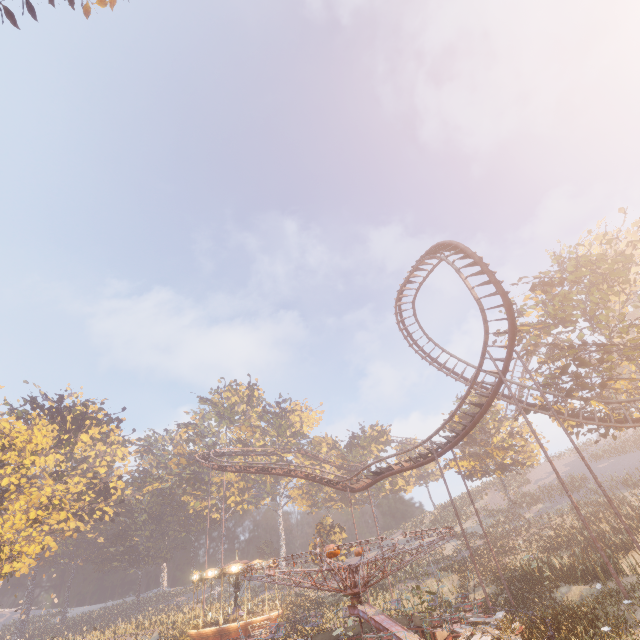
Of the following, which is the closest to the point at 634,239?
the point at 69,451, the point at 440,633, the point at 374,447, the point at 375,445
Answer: the point at 440,633

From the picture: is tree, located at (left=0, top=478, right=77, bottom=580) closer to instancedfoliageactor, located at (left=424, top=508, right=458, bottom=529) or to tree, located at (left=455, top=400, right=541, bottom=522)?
instancedfoliageactor, located at (left=424, top=508, right=458, bottom=529)

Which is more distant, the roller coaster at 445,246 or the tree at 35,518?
the tree at 35,518

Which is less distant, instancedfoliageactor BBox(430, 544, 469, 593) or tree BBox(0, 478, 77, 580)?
tree BBox(0, 478, 77, 580)

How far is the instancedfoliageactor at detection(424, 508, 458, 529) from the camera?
52.1 meters

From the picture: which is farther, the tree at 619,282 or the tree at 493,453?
the tree at 493,453

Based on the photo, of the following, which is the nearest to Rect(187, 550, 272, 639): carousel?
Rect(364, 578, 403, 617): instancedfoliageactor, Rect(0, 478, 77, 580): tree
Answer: Rect(364, 578, 403, 617): instancedfoliageactor

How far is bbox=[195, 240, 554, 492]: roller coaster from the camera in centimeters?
1980cm
